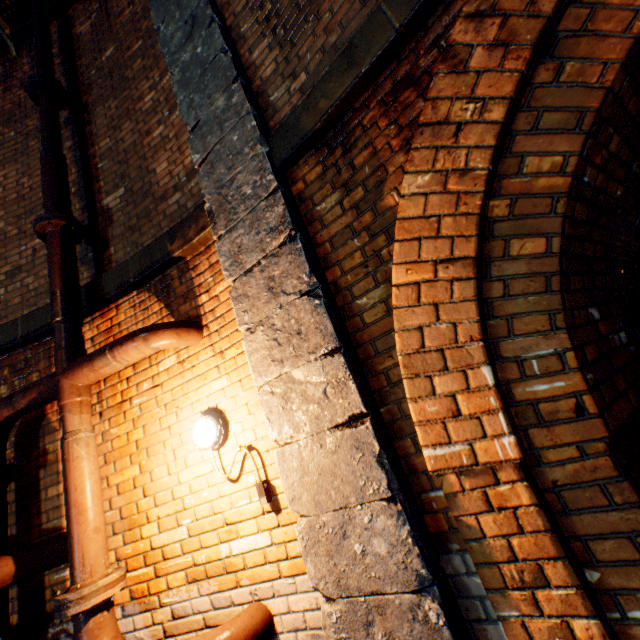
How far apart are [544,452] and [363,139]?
1.94m

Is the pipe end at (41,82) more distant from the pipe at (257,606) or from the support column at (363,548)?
the pipe at (257,606)

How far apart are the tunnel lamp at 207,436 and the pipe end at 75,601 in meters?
0.9 m

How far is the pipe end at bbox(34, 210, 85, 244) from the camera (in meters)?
2.92

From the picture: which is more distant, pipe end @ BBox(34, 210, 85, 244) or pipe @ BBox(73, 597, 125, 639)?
pipe end @ BBox(34, 210, 85, 244)

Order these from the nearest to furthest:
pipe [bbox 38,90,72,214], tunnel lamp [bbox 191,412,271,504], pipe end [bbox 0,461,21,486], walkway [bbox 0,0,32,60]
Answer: tunnel lamp [bbox 191,412,271,504], pipe end [bbox 0,461,21,486], pipe [bbox 38,90,72,214], walkway [bbox 0,0,32,60]

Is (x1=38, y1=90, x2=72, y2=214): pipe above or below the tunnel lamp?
above

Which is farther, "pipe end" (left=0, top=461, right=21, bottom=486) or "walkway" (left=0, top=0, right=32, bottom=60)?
"walkway" (left=0, top=0, right=32, bottom=60)
